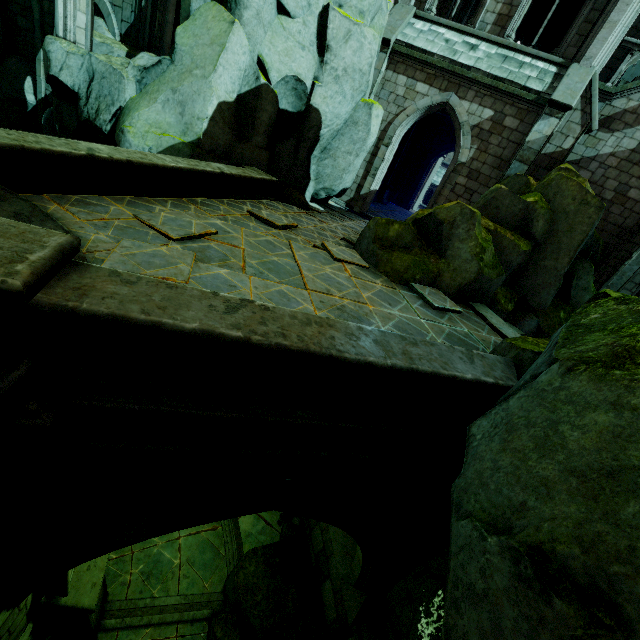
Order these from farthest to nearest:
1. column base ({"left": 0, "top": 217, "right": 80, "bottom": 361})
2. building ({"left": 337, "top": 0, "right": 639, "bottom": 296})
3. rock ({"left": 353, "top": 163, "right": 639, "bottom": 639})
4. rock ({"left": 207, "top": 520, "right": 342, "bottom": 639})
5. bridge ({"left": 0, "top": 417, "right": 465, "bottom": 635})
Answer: building ({"left": 337, "top": 0, "right": 639, "bottom": 296}) < rock ({"left": 207, "top": 520, "right": 342, "bottom": 639}) < bridge ({"left": 0, "top": 417, "right": 465, "bottom": 635}) < column base ({"left": 0, "top": 217, "right": 80, "bottom": 361}) < rock ({"left": 353, "top": 163, "right": 639, "bottom": 639})

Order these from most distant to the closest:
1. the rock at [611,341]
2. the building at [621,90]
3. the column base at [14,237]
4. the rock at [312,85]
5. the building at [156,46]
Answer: the building at [621,90] < the building at [156,46] < the rock at [312,85] < the column base at [14,237] < the rock at [611,341]

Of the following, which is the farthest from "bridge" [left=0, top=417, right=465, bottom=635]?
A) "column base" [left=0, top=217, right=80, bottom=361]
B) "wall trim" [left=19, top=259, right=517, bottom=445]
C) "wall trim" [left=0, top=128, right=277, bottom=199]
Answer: "wall trim" [left=0, top=128, right=277, bottom=199]

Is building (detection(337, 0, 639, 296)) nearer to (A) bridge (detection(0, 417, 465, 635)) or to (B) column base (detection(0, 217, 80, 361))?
(A) bridge (detection(0, 417, 465, 635))

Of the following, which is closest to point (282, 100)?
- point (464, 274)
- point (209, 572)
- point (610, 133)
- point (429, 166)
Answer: point (464, 274)

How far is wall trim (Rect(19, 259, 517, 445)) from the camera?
2.6m

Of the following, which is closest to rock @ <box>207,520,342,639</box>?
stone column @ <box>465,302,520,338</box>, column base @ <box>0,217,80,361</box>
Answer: stone column @ <box>465,302,520,338</box>

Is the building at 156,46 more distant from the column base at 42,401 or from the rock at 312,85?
the column base at 42,401
